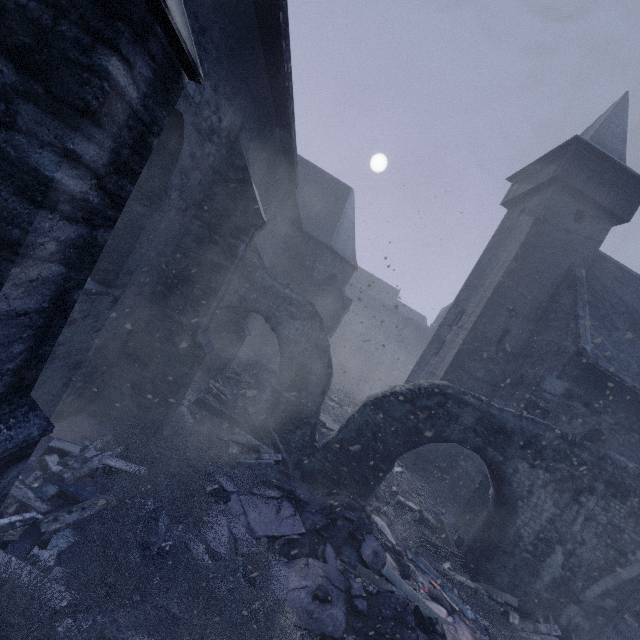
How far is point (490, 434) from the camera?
7.5 meters

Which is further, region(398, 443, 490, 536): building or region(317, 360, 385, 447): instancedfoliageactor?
region(317, 360, 385, 447): instancedfoliageactor

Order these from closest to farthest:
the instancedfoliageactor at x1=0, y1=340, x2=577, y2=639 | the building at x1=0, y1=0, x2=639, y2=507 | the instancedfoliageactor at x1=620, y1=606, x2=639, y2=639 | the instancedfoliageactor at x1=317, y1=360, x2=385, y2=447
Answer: the building at x1=0, y1=0, x2=639, y2=507 < the instancedfoliageactor at x1=0, y1=340, x2=577, y2=639 < the instancedfoliageactor at x1=620, y1=606, x2=639, y2=639 < the instancedfoliageactor at x1=317, y1=360, x2=385, y2=447

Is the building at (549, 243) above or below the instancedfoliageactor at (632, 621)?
above

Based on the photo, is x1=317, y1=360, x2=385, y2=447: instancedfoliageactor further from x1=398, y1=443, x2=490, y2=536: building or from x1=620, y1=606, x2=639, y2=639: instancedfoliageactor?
x1=620, y1=606, x2=639, y2=639: instancedfoliageactor

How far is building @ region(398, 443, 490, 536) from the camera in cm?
1030

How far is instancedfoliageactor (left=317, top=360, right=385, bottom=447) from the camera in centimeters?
1278cm

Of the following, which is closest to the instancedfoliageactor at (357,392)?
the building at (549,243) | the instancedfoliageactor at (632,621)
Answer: the building at (549,243)
